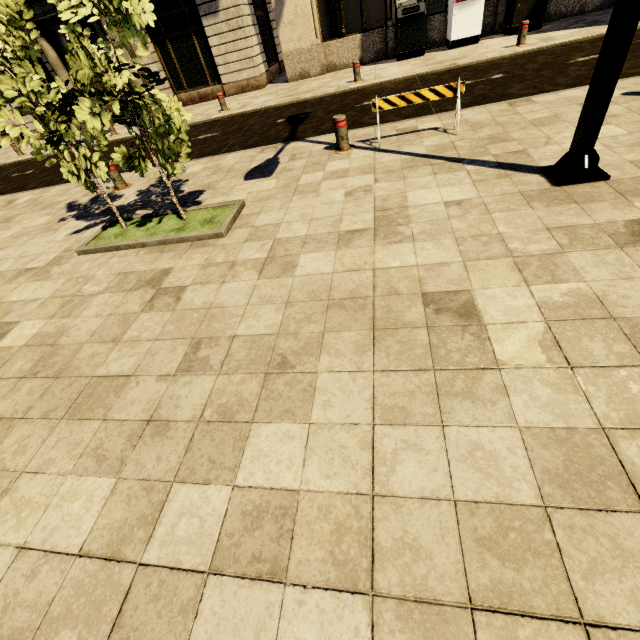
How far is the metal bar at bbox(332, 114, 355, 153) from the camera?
5.66m

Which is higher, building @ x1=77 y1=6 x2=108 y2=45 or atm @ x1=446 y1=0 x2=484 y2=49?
Result: building @ x1=77 y1=6 x2=108 y2=45

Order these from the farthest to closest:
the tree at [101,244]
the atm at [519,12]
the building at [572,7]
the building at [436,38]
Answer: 1. the building at [436,38]
2. the building at [572,7]
3. the atm at [519,12]
4. the tree at [101,244]

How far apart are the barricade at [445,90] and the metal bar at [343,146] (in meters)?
0.44

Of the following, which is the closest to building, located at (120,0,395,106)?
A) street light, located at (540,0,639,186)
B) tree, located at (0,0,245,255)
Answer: street light, located at (540,0,639,186)

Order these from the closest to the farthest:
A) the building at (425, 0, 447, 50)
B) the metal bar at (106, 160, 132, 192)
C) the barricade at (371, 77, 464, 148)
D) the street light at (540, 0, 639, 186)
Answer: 1. the street light at (540, 0, 639, 186)
2. the barricade at (371, 77, 464, 148)
3. the metal bar at (106, 160, 132, 192)
4. the building at (425, 0, 447, 50)

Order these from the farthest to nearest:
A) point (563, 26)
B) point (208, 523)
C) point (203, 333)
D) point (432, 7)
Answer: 1. point (432, 7)
2. point (563, 26)
3. point (203, 333)
4. point (208, 523)

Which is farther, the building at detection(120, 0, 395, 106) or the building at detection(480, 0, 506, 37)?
the building at detection(120, 0, 395, 106)
